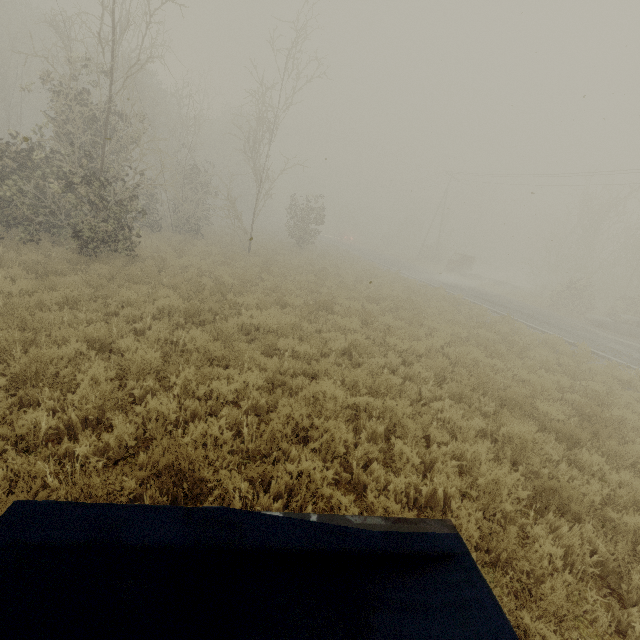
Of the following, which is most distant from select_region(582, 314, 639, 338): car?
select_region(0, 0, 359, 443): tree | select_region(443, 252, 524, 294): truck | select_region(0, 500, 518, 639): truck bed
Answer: select_region(0, 500, 518, 639): truck bed

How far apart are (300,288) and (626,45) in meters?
19.1 m

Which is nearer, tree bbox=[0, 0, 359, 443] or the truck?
tree bbox=[0, 0, 359, 443]

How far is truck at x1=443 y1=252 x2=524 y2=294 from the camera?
30.92m

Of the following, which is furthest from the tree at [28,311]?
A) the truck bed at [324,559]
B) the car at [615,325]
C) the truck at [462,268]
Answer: the truck at [462,268]

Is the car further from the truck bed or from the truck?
the truck bed

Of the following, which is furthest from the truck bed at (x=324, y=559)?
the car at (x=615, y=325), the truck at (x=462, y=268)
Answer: the truck at (x=462, y=268)

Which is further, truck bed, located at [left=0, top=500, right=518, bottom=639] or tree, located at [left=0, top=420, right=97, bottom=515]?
tree, located at [left=0, top=420, right=97, bottom=515]
